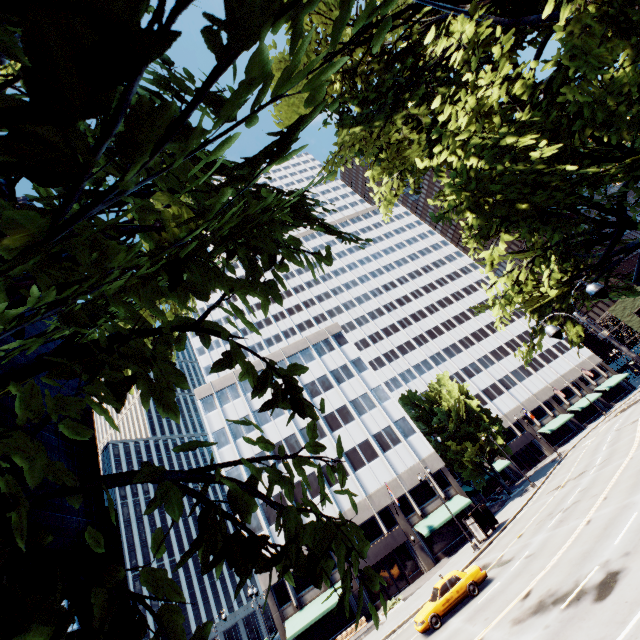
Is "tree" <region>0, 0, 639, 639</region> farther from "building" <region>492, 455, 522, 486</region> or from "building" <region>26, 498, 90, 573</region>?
"building" <region>26, 498, 90, 573</region>

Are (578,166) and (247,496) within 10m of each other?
no

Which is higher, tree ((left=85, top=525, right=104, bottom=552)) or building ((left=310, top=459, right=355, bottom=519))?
building ((left=310, top=459, right=355, bottom=519))

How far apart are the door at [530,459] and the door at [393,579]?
33.3 meters

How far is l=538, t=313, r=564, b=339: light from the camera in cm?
1079

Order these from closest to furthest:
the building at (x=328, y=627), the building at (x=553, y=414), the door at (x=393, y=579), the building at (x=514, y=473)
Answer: the building at (x=328, y=627) < the door at (x=393, y=579) < the building at (x=514, y=473) < the building at (x=553, y=414)

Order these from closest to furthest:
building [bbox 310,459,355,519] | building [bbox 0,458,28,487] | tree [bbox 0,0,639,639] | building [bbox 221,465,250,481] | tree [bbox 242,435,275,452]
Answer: tree [bbox 0,0,639,639] < tree [bbox 242,435,275,452] < building [bbox 310,459,355,519] < building [bbox 221,465,250,481] < building [bbox 0,458,28,487]

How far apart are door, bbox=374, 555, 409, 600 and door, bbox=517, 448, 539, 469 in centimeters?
3326cm
